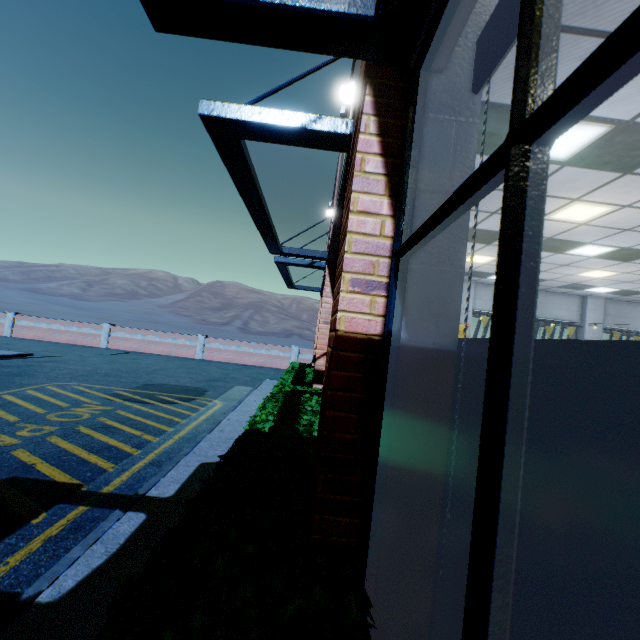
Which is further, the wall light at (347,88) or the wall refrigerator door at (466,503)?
the wall light at (347,88)

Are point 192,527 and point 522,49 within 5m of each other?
yes

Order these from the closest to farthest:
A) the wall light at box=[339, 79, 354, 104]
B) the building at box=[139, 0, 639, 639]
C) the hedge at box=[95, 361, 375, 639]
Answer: the building at box=[139, 0, 639, 639] → the hedge at box=[95, 361, 375, 639] → the wall light at box=[339, 79, 354, 104]

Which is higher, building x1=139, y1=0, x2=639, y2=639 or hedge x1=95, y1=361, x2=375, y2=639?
building x1=139, y1=0, x2=639, y2=639

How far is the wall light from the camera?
4.8 meters

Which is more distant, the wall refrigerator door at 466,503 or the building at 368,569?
the wall refrigerator door at 466,503

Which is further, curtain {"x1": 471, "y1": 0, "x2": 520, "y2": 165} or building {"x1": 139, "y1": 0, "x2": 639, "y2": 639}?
curtain {"x1": 471, "y1": 0, "x2": 520, "y2": 165}

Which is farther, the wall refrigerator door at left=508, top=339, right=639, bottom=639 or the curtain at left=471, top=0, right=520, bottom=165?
the curtain at left=471, top=0, right=520, bottom=165
